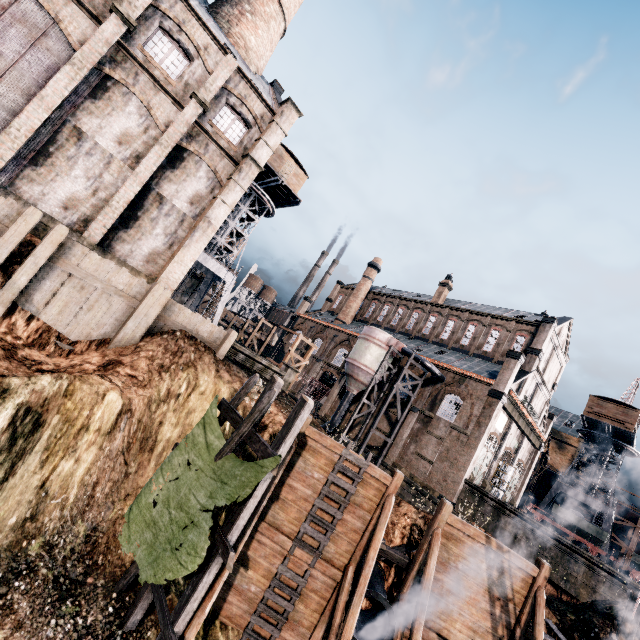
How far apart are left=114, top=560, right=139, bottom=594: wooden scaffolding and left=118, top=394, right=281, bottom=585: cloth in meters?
0.0

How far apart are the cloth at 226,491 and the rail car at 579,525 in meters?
40.5

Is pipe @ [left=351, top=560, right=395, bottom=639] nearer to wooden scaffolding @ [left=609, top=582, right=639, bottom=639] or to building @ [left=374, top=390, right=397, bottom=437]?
wooden scaffolding @ [left=609, top=582, right=639, bottom=639]

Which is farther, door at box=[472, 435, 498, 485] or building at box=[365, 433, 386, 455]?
building at box=[365, 433, 386, 455]

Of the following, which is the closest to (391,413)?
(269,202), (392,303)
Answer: (392,303)

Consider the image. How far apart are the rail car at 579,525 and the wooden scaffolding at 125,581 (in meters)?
39.84

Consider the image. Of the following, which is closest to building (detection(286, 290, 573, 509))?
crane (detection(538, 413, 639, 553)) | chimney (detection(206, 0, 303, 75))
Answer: crane (detection(538, 413, 639, 553))

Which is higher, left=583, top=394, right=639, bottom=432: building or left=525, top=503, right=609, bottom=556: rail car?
left=583, top=394, right=639, bottom=432: building
